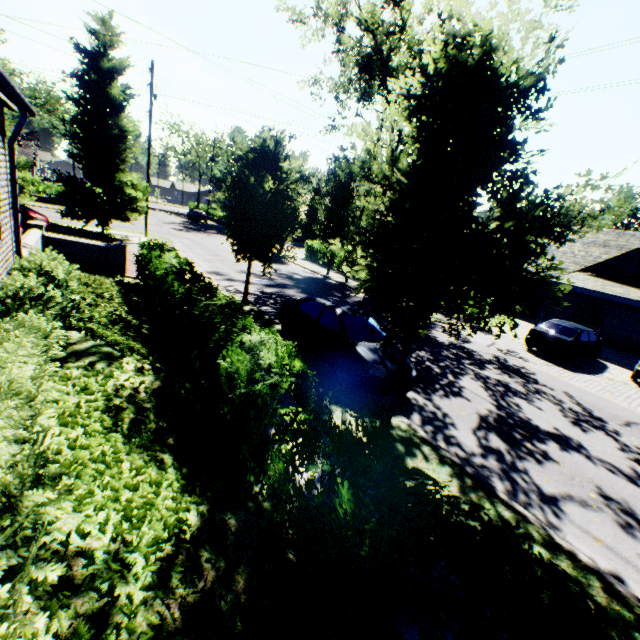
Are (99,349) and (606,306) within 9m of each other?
no

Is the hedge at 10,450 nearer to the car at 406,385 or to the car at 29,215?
the car at 406,385

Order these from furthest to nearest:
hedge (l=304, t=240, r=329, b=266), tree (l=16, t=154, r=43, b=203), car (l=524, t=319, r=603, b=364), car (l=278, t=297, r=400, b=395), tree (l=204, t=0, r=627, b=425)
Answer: hedge (l=304, t=240, r=329, b=266)
tree (l=16, t=154, r=43, b=203)
car (l=524, t=319, r=603, b=364)
car (l=278, t=297, r=400, b=395)
tree (l=204, t=0, r=627, b=425)

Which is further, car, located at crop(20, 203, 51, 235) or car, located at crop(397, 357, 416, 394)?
car, located at crop(20, 203, 51, 235)

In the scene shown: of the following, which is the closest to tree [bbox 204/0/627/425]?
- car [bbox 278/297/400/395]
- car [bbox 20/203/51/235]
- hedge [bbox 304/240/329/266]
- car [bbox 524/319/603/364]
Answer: car [bbox 278/297/400/395]

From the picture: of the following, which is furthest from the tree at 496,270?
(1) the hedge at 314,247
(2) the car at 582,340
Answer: (2) the car at 582,340

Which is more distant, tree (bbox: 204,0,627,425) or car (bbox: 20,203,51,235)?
car (bbox: 20,203,51,235)

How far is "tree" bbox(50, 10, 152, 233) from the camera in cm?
1791
